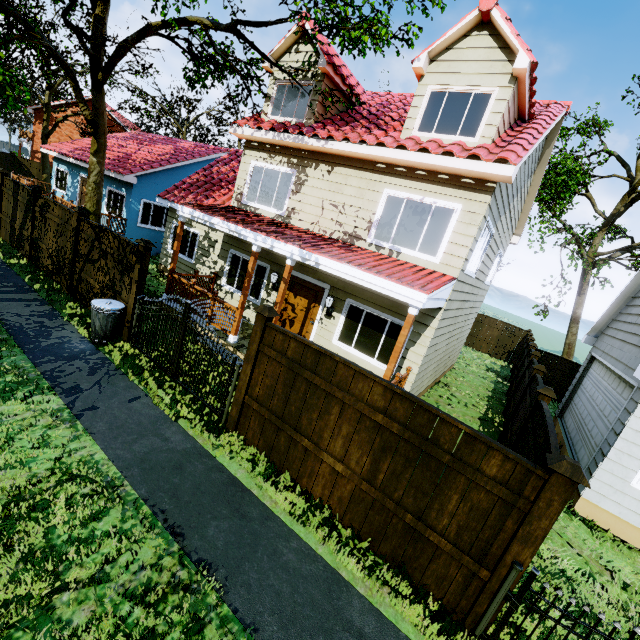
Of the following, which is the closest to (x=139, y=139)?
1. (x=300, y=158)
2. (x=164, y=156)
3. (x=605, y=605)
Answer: (x=164, y=156)

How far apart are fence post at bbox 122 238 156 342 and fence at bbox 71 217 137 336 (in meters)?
0.01

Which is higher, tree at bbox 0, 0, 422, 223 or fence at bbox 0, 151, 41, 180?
tree at bbox 0, 0, 422, 223

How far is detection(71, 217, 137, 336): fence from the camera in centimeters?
771cm

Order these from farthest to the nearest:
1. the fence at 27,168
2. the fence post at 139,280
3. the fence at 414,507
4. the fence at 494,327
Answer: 1. the fence at 27,168
2. the fence at 494,327
3. the fence post at 139,280
4. the fence at 414,507

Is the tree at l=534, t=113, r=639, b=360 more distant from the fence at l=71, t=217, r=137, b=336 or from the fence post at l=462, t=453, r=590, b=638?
the fence at l=71, t=217, r=137, b=336

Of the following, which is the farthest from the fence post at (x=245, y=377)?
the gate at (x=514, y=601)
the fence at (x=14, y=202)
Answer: the fence at (x=14, y=202)

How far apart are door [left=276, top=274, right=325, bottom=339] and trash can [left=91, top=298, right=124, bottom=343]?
4.25m
